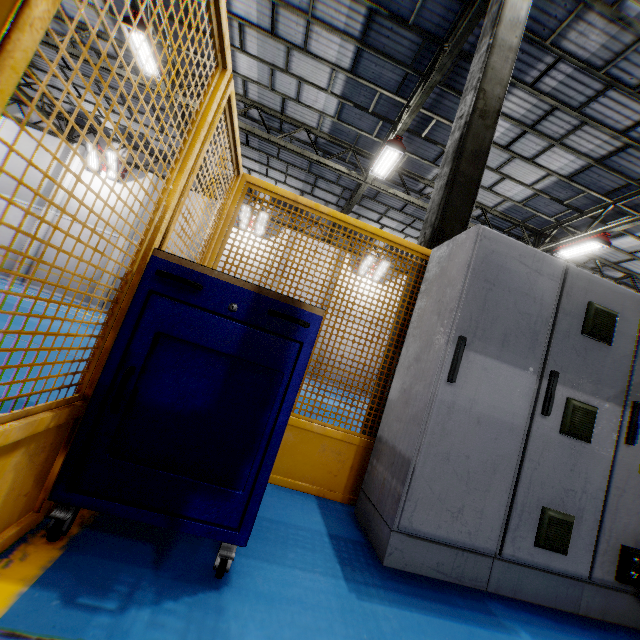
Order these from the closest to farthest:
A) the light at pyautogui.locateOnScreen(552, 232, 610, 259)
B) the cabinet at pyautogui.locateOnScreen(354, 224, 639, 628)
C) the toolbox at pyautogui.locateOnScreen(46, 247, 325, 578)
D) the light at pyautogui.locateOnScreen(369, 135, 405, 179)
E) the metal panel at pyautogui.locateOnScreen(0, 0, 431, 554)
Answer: the metal panel at pyautogui.locateOnScreen(0, 0, 431, 554) < the toolbox at pyautogui.locateOnScreen(46, 247, 325, 578) < the cabinet at pyautogui.locateOnScreen(354, 224, 639, 628) < the light at pyautogui.locateOnScreen(369, 135, 405, 179) < the light at pyautogui.locateOnScreen(552, 232, 610, 259)

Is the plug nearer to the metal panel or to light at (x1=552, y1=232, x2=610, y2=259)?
the metal panel

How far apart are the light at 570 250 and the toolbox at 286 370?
12.64m

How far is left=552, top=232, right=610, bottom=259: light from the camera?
10.6 meters

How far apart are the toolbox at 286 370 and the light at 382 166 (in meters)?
9.06

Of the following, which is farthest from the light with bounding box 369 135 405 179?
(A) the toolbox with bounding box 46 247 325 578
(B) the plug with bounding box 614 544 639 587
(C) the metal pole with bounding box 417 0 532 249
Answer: (B) the plug with bounding box 614 544 639 587

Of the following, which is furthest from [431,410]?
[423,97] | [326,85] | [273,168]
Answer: [273,168]

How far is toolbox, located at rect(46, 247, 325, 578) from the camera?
1.3 meters
